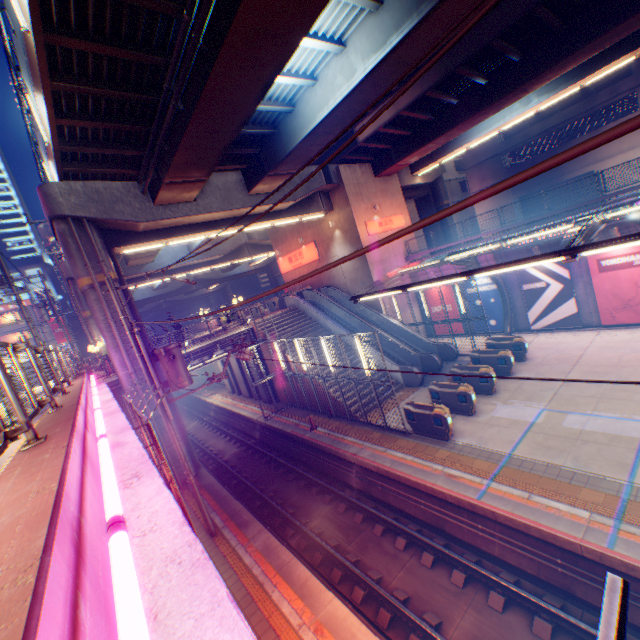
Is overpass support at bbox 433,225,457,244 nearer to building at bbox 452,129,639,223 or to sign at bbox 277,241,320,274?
sign at bbox 277,241,320,274

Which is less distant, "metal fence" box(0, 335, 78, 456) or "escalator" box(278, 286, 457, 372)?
"metal fence" box(0, 335, 78, 456)

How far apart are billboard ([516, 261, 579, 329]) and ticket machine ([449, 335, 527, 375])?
5.9m

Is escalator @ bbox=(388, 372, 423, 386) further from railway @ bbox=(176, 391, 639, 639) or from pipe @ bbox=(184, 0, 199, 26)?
pipe @ bbox=(184, 0, 199, 26)

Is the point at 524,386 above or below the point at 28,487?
below

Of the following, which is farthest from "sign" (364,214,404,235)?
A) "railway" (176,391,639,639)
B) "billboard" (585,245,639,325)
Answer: "railway" (176,391,639,639)

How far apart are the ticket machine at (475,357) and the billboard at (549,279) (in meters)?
5.88

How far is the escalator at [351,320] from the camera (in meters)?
19.97
